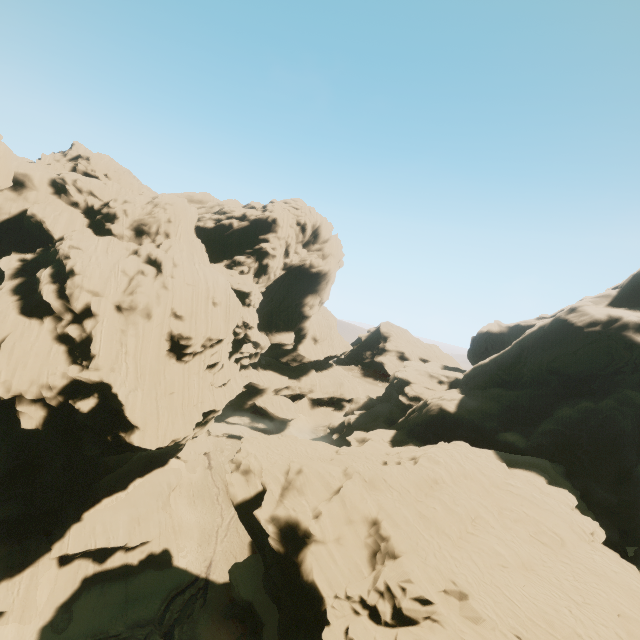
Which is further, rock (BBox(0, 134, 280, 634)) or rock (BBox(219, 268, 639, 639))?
rock (BBox(0, 134, 280, 634))

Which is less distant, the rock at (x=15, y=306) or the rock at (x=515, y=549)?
the rock at (x=515, y=549)

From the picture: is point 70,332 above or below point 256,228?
below
